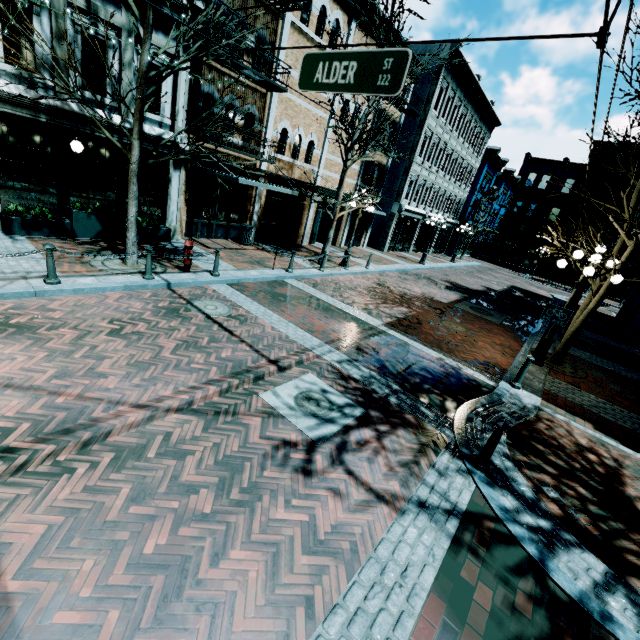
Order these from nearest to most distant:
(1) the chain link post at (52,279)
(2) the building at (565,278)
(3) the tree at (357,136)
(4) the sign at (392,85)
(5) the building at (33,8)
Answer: (4) the sign at (392,85) < (1) the chain link post at (52,279) < (5) the building at (33,8) < (3) the tree at (357,136) < (2) the building at (565,278)

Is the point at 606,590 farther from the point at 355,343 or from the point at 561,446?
the point at 355,343

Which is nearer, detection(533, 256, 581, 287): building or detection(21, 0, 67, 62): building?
detection(21, 0, 67, 62): building

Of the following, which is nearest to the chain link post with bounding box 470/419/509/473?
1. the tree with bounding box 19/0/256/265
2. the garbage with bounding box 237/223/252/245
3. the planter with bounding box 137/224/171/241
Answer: the tree with bounding box 19/0/256/265

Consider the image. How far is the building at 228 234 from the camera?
11.7 meters

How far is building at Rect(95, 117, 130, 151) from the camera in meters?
9.5

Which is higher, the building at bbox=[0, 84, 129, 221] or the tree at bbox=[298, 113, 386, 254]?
the tree at bbox=[298, 113, 386, 254]

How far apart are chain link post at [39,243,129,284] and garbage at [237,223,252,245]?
Result: 8.6m
